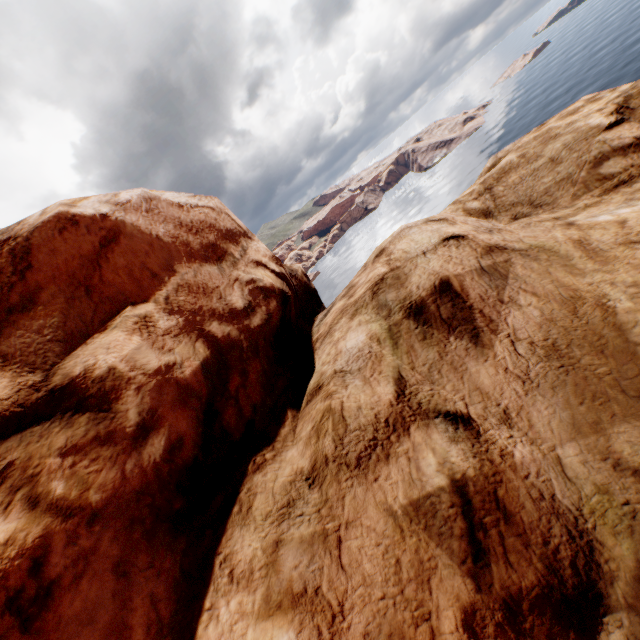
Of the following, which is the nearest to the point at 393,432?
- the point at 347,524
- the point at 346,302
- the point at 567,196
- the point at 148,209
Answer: the point at 347,524
